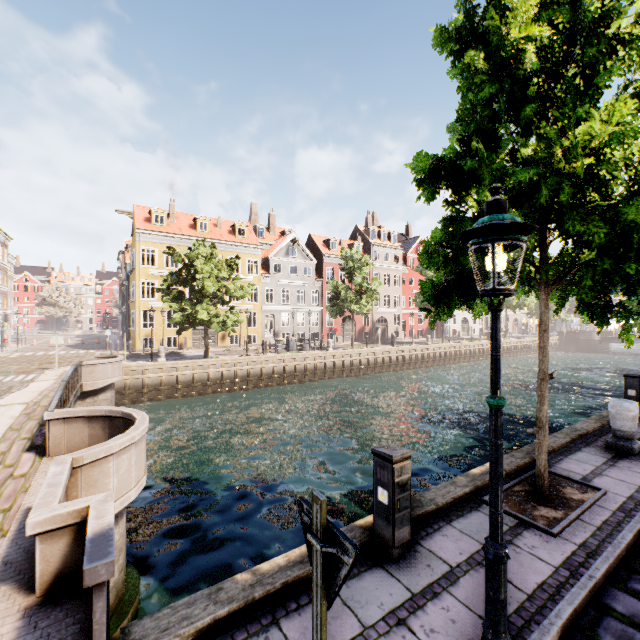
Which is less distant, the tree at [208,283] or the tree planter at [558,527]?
the tree planter at [558,527]

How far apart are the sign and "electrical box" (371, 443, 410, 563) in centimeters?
217cm

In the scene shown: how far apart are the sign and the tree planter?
4.3 meters

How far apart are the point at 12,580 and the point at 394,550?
4.11m

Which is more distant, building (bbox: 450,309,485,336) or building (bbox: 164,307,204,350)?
building (bbox: 450,309,485,336)

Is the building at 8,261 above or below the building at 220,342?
above

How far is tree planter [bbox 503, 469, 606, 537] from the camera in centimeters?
450cm

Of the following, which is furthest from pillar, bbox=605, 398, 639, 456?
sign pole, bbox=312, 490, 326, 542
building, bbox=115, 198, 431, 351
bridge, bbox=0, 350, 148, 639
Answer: bridge, bbox=0, 350, 148, 639
